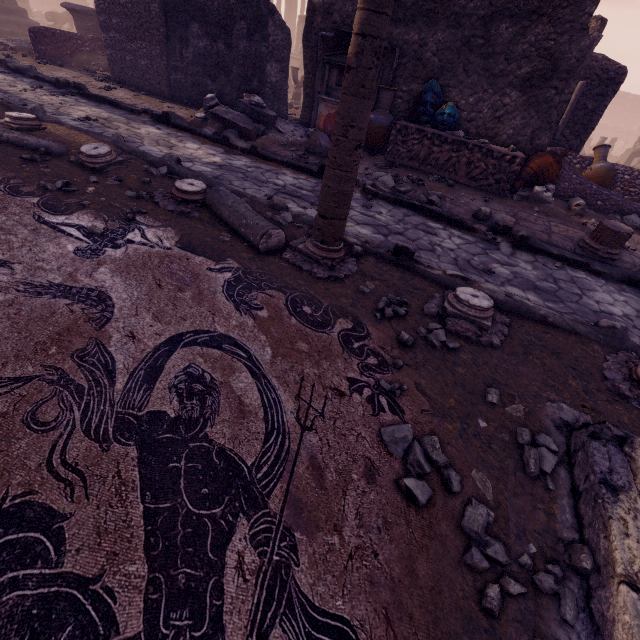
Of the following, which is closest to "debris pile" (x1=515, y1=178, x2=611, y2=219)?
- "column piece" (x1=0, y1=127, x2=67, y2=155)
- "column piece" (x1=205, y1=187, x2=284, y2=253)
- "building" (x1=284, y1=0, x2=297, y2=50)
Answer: "column piece" (x1=205, y1=187, x2=284, y2=253)

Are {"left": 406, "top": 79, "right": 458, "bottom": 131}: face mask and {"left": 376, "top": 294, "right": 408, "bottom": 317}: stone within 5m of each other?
no

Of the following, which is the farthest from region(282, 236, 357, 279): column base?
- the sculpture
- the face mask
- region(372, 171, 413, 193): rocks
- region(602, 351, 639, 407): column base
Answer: the sculpture

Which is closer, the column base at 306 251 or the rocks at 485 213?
the column base at 306 251

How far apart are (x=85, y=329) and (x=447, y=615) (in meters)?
2.48

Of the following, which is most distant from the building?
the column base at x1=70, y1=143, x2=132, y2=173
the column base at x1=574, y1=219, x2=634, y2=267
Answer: the column base at x1=574, y1=219, x2=634, y2=267

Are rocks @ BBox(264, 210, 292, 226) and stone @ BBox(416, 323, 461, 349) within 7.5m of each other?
yes

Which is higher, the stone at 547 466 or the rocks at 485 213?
the rocks at 485 213
